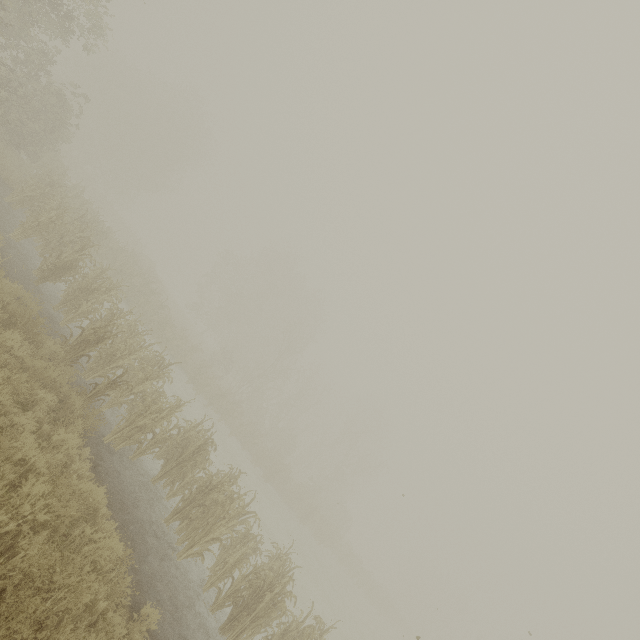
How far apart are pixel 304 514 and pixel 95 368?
23.6m
